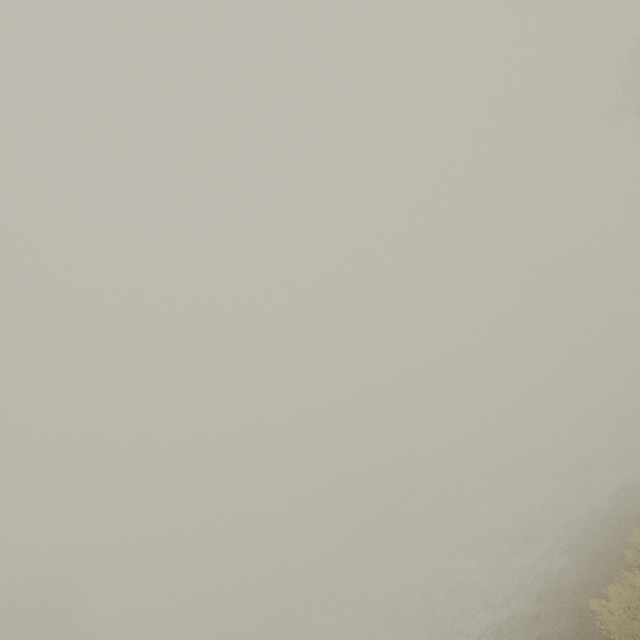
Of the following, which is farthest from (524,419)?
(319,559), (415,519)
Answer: (319,559)
